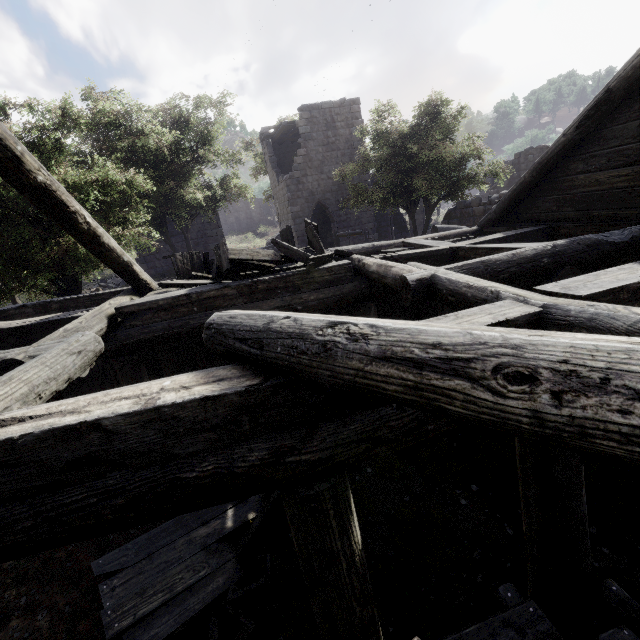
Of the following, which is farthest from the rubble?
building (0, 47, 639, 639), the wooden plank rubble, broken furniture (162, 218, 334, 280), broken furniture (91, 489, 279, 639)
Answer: broken furniture (91, 489, 279, 639)

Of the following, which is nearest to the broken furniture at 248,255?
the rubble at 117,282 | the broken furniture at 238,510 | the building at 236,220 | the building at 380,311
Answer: the building at 380,311

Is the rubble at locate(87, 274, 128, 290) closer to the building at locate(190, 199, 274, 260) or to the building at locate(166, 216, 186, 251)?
the building at locate(166, 216, 186, 251)

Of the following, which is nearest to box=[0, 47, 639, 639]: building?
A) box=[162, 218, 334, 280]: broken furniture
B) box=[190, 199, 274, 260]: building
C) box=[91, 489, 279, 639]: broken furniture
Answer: box=[162, 218, 334, 280]: broken furniture

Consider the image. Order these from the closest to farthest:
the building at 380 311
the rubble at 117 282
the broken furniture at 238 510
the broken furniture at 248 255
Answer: the building at 380 311
the broken furniture at 238 510
the broken furniture at 248 255
the rubble at 117 282

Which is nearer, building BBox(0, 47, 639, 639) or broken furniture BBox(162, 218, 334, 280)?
building BBox(0, 47, 639, 639)

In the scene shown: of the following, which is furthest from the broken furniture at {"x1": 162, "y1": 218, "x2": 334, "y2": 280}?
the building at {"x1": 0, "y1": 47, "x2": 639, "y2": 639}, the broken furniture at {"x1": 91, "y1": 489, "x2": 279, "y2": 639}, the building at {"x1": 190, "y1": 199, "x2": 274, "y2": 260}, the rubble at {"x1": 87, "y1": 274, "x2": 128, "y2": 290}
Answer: the building at {"x1": 190, "y1": 199, "x2": 274, "y2": 260}

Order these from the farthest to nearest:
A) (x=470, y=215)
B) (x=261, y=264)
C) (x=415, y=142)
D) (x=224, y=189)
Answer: (x=224, y=189) → (x=470, y=215) → (x=415, y=142) → (x=261, y=264)
